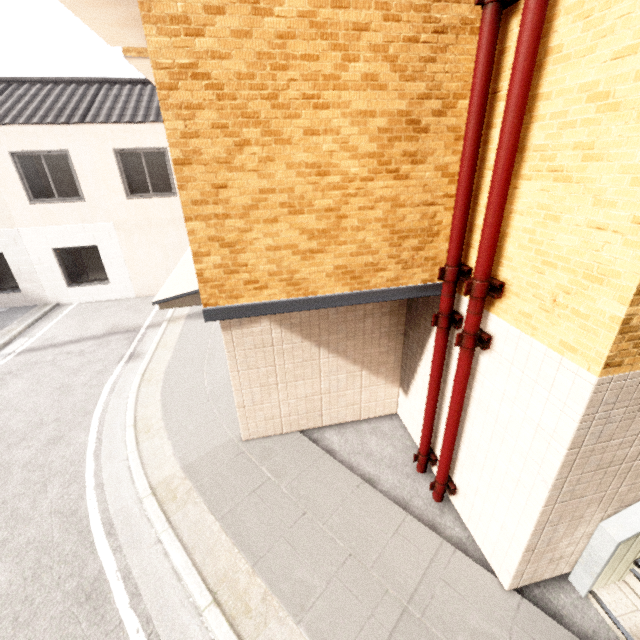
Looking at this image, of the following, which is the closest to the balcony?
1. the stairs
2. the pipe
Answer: the pipe

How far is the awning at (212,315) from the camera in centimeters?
363cm

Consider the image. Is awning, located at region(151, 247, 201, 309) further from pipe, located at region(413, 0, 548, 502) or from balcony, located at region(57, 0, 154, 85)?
balcony, located at region(57, 0, 154, 85)

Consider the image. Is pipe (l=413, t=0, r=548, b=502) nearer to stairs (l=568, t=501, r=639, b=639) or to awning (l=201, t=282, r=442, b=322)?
awning (l=201, t=282, r=442, b=322)

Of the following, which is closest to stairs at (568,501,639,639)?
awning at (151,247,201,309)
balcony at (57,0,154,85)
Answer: awning at (151,247,201,309)

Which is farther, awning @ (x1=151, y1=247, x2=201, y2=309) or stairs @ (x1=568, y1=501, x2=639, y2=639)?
awning @ (x1=151, y1=247, x2=201, y2=309)

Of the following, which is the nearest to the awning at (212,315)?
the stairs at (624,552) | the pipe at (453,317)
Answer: the pipe at (453,317)

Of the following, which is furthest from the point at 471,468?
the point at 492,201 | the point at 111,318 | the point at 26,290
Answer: the point at 26,290
